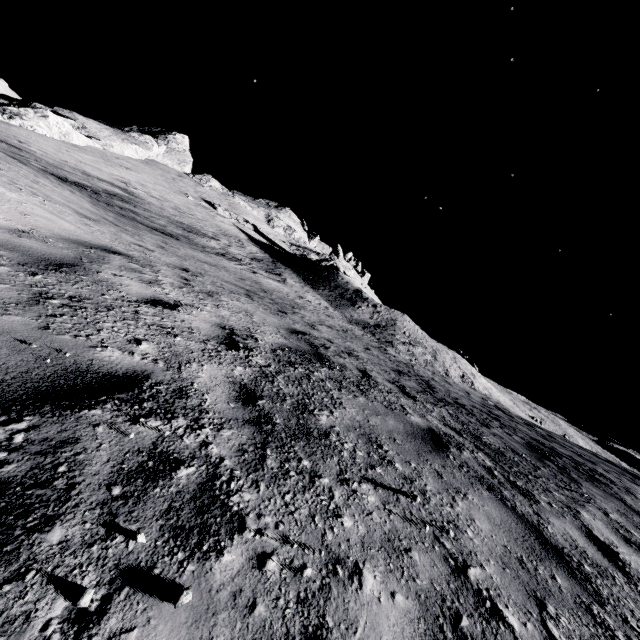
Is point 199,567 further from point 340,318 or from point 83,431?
point 340,318
